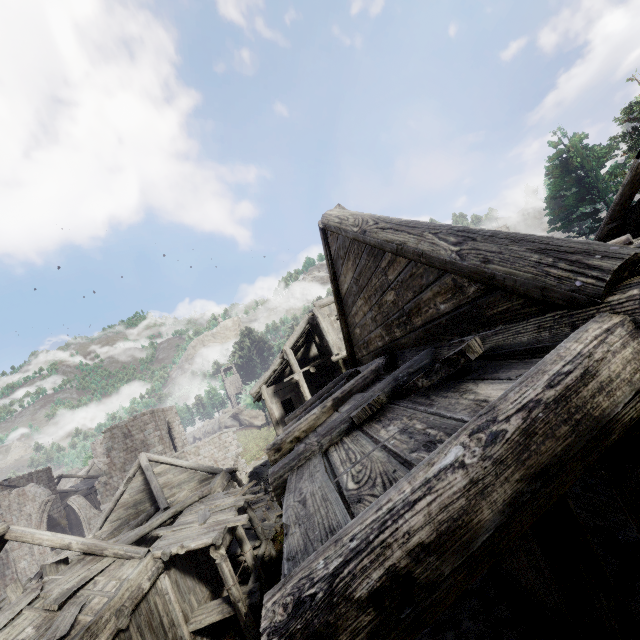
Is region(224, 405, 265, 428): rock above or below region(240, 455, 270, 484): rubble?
above

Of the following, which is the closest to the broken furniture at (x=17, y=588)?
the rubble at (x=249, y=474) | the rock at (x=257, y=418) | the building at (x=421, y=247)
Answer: the building at (x=421, y=247)

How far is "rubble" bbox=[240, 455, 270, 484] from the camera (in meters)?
29.83

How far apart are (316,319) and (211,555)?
10.8m

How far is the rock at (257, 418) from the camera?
57.8m

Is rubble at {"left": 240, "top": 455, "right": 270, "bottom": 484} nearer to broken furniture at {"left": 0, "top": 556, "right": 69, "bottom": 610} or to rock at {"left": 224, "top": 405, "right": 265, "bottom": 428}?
broken furniture at {"left": 0, "top": 556, "right": 69, "bottom": 610}

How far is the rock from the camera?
57.78m

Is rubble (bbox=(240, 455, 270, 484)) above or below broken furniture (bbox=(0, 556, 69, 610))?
below
